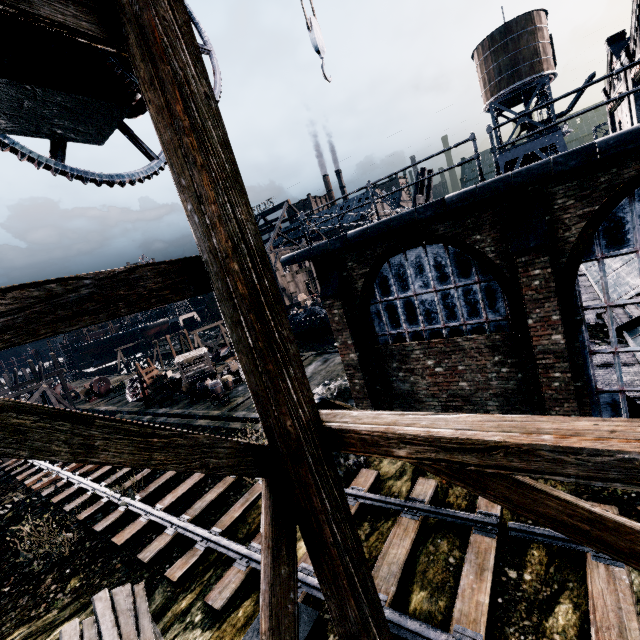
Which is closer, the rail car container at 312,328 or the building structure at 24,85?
the building structure at 24,85

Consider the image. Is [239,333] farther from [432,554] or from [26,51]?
[432,554]

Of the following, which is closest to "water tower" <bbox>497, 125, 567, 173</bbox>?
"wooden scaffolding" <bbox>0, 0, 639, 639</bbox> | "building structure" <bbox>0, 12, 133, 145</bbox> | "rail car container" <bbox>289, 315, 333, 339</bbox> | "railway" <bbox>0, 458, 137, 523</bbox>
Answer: "rail car container" <bbox>289, 315, 333, 339</bbox>

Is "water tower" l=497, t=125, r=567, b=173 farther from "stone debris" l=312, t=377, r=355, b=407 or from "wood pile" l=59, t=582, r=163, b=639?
"wood pile" l=59, t=582, r=163, b=639

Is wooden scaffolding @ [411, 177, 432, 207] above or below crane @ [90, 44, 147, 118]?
above

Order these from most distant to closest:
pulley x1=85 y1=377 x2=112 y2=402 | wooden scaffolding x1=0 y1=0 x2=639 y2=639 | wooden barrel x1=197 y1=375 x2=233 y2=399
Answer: pulley x1=85 y1=377 x2=112 y2=402 → wooden barrel x1=197 y1=375 x2=233 y2=399 → wooden scaffolding x1=0 y1=0 x2=639 y2=639

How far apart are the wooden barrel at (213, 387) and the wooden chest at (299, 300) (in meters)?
33.36

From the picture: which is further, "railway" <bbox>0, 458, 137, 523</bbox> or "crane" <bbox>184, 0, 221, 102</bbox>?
"railway" <bbox>0, 458, 137, 523</bbox>
